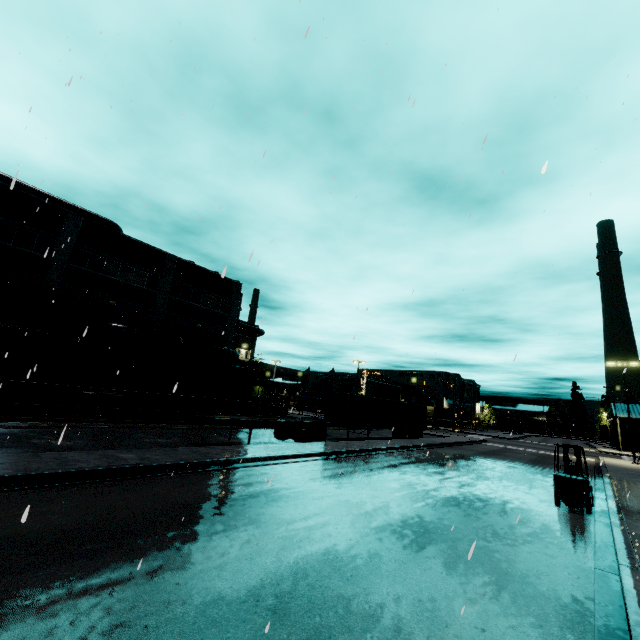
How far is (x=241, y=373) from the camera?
30.6 meters

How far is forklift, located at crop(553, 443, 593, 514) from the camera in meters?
11.3

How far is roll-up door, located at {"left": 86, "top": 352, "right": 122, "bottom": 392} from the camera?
26.0 meters

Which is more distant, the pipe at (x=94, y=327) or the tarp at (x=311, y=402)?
the tarp at (x=311, y=402)

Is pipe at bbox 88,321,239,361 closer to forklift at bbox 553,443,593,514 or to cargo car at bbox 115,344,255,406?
cargo car at bbox 115,344,255,406

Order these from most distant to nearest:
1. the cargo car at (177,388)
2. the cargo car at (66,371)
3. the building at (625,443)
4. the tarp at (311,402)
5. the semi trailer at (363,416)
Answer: the building at (625,443) → the tarp at (311,402) → the cargo car at (177,388) → the semi trailer at (363,416) → the cargo car at (66,371)

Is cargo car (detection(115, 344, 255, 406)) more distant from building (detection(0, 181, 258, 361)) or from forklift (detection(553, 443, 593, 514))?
forklift (detection(553, 443, 593, 514))

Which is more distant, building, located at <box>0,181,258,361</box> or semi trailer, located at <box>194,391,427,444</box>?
building, located at <box>0,181,258,361</box>
